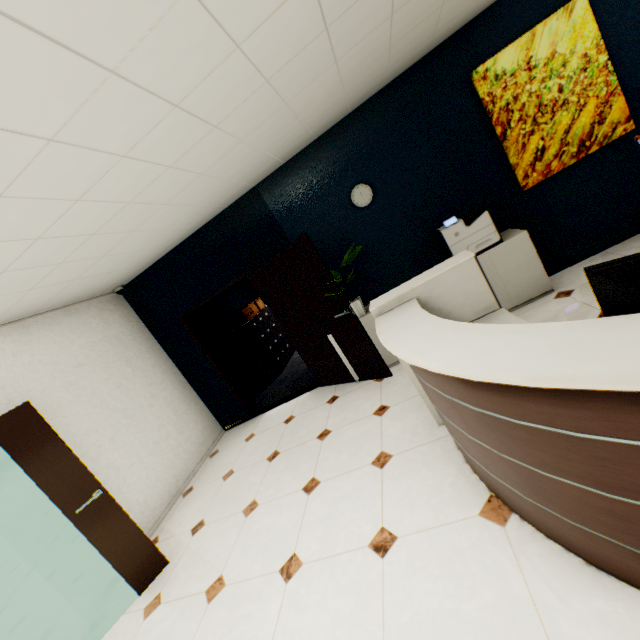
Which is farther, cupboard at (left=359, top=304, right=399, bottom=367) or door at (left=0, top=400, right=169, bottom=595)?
cupboard at (left=359, top=304, right=399, bottom=367)

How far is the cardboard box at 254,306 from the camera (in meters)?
7.23

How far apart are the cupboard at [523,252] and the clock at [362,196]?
1.27m

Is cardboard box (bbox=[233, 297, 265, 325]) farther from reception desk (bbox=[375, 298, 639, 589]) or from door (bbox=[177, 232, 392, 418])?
reception desk (bbox=[375, 298, 639, 589])

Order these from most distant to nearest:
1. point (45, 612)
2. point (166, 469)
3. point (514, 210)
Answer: point (166, 469) → point (514, 210) → point (45, 612)

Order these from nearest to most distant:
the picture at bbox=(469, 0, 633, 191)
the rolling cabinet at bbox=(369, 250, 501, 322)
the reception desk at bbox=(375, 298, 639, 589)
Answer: the reception desk at bbox=(375, 298, 639, 589)
the rolling cabinet at bbox=(369, 250, 501, 322)
the picture at bbox=(469, 0, 633, 191)

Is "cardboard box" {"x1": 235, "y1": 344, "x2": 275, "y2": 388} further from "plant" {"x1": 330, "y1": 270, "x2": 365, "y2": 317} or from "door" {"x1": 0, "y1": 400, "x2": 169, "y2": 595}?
"door" {"x1": 0, "y1": 400, "x2": 169, "y2": 595}

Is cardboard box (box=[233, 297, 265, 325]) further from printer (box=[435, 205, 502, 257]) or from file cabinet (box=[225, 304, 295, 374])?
printer (box=[435, 205, 502, 257])
